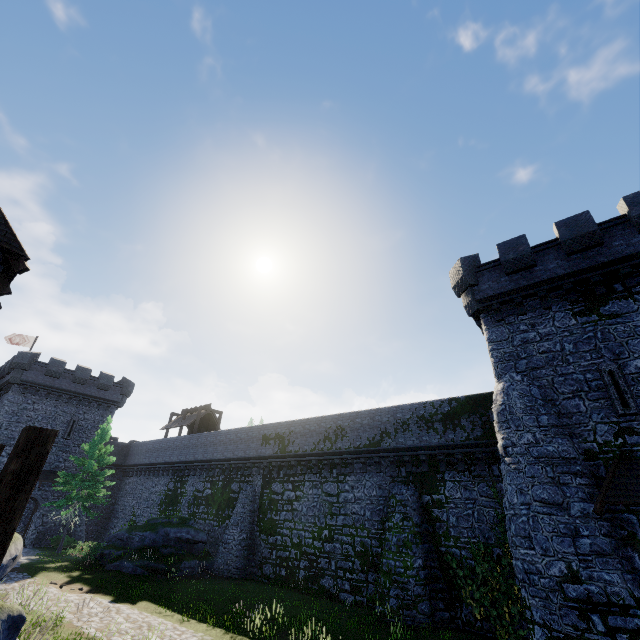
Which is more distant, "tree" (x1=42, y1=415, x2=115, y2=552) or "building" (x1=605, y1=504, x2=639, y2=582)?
"tree" (x1=42, y1=415, x2=115, y2=552)

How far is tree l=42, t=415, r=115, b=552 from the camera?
26.7m

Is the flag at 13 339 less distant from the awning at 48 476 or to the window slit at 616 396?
the awning at 48 476

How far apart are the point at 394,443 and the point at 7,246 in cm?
1935

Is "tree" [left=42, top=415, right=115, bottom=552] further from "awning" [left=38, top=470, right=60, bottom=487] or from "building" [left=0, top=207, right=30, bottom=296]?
"building" [left=0, top=207, right=30, bottom=296]

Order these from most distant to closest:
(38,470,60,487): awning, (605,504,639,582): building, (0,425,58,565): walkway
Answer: (38,470,60,487): awning < (605,504,639,582): building < (0,425,58,565): walkway

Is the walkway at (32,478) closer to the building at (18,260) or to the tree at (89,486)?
the building at (18,260)

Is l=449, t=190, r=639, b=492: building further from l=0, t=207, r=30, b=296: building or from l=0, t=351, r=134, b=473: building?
l=0, t=351, r=134, b=473: building
